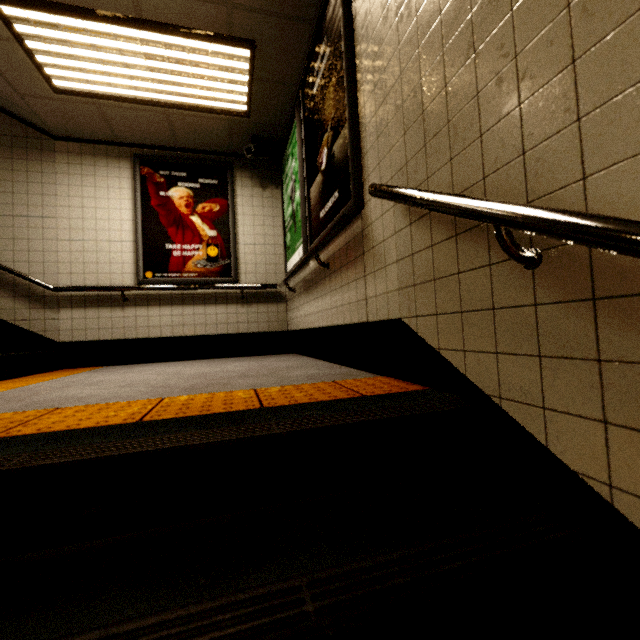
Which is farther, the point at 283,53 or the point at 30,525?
the point at 283,53

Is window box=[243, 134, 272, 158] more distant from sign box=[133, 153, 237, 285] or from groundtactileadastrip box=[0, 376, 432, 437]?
groundtactileadastrip box=[0, 376, 432, 437]

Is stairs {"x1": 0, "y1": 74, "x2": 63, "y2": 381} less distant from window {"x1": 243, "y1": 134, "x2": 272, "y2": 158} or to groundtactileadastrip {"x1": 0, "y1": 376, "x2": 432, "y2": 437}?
groundtactileadastrip {"x1": 0, "y1": 376, "x2": 432, "y2": 437}

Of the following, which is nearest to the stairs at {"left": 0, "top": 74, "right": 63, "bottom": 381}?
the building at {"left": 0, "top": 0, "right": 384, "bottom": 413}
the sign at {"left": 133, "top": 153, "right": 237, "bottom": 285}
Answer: the building at {"left": 0, "top": 0, "right": 384, "bottom": 413}

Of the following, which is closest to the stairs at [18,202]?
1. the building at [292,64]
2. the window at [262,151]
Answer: the building at [292,64]

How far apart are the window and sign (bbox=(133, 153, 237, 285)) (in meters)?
0.42

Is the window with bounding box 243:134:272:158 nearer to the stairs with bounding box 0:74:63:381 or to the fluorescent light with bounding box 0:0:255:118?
the fluorescent light with bounding box 0:0:255:118

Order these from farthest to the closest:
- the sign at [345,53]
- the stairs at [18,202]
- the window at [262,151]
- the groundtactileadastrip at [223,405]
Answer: the window at [262,151] < the stairs at [18,202] < the sign at [345,53] < the groundtactileadastrip at [223,405]
